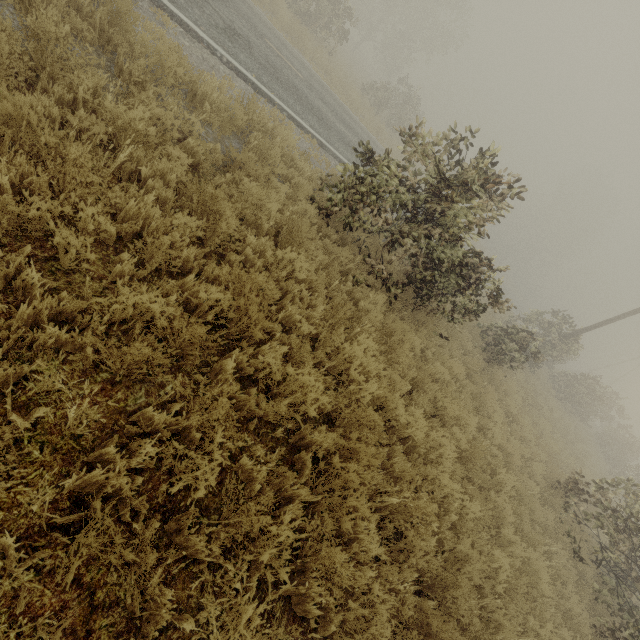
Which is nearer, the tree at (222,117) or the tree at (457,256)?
the tree at (222,117)

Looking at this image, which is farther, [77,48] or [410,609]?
[77,48]

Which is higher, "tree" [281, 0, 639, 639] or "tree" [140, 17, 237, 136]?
A: "tree" [281, 0, 639, 639]

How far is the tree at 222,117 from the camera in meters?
4.5 m

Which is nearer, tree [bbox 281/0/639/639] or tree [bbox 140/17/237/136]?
tree [bbox 140/17/237/136]

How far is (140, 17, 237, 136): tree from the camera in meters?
4.5
